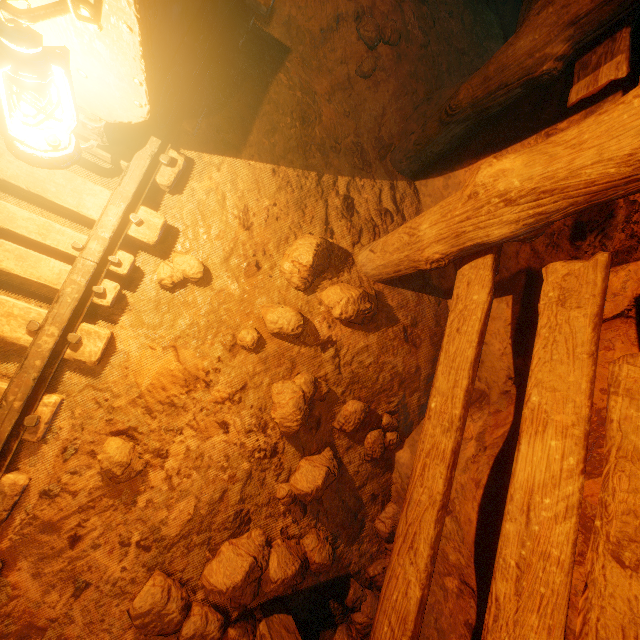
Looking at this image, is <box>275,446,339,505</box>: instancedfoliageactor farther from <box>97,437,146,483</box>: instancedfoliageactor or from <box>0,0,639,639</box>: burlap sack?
<box>97,437,146,483</box>: instancedfoliageactor

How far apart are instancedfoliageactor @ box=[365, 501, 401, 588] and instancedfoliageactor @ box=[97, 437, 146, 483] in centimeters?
177cm

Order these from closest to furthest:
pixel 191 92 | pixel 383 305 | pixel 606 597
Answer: pixel 606 597 → pixel 191 92 → pixel 383 305

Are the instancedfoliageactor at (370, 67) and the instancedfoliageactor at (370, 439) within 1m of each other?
no

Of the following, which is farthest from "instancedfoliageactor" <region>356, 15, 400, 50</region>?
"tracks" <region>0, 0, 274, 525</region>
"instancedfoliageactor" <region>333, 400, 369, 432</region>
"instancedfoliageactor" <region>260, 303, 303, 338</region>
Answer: "instancedfoliageactor" <region>333, 400, 369, 432</region>

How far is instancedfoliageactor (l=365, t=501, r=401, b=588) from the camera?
2.47m

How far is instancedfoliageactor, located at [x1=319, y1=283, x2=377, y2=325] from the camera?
2.3m

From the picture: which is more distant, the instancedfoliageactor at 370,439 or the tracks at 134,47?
the instancedfoliageactor at 370,439
